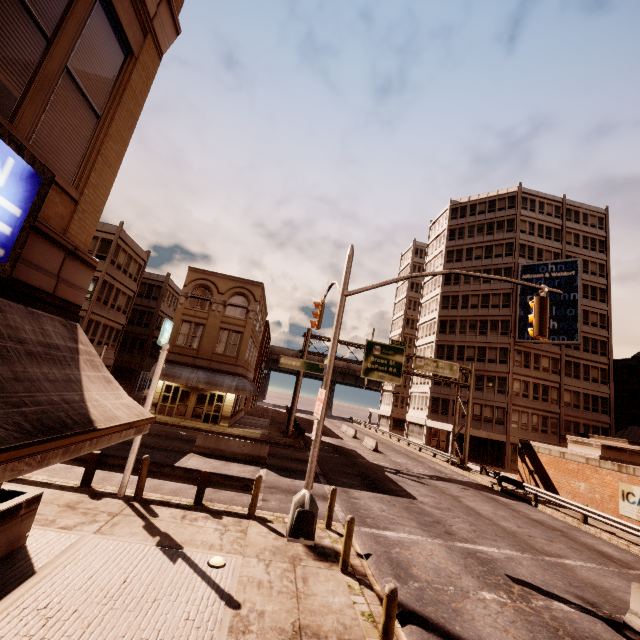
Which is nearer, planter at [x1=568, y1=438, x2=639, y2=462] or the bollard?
the bollard

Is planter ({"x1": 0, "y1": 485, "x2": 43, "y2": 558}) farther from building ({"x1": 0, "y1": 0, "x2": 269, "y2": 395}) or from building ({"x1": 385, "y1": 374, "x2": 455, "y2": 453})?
building ({"x1": 385, "y1": 374, "x2": 455, "y2": 453})

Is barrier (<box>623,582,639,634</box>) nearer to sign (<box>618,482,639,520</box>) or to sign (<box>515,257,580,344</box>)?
sign (<box>618,482,639,520</box>)

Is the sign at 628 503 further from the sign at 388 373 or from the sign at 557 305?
the sign at 557 305

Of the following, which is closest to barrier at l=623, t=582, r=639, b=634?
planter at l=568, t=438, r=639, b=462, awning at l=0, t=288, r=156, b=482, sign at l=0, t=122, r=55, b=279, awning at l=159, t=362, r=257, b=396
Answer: awning at l=0, t=288, r=156, b=482

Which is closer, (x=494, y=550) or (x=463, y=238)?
(x=494, y=550)

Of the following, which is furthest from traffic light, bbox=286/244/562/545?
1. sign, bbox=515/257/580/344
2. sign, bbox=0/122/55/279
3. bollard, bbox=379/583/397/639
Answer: sign, bbox=515/257/580/344

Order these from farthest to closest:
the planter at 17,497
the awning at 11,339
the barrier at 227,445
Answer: the barrier at 227,445, the planter at 17,497, the awning at 11,339
